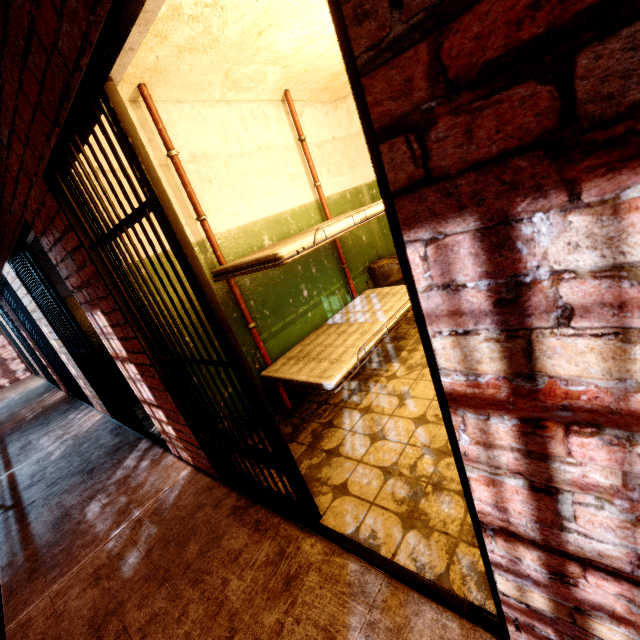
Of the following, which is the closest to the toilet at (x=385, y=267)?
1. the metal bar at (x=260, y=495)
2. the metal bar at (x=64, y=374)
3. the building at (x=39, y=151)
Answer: the building at (x=39, y=151)

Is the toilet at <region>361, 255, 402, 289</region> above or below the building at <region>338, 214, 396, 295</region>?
below

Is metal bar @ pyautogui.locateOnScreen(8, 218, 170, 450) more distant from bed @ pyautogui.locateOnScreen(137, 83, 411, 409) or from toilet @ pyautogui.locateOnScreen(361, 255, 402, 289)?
toilet @ pyautogui.locateOnScreen(361, 255, 402, 289)

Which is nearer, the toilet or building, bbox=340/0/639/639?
building, bbox=340/0/639/639

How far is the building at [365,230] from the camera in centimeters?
427cm

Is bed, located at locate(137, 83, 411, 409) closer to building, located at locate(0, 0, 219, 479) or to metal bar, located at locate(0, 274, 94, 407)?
building, located at locate(0, 0, 219, 479)

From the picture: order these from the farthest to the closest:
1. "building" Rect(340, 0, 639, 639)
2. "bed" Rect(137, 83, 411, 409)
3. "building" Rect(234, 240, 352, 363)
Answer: "building" Rect(234, 240, 352, 363)
"bed" Rect(137, 83, 411, 409)
"building" Rect(340, 0, 639, 639)

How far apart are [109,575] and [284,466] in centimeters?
154cm
